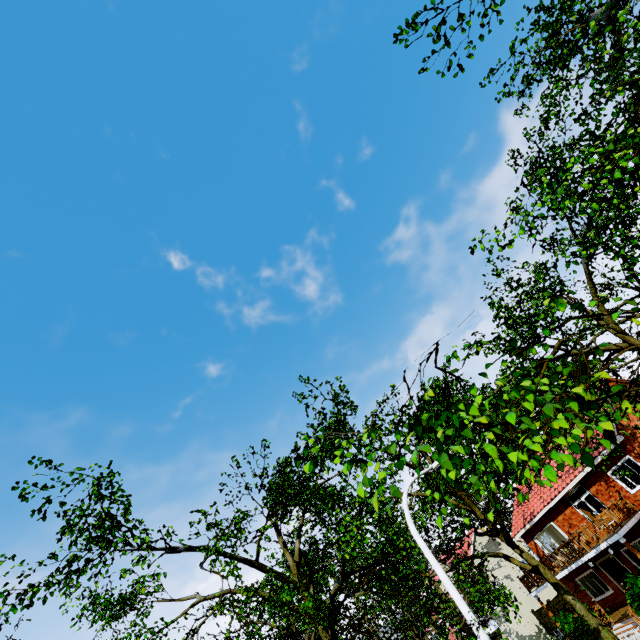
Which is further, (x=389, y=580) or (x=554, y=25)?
(x=389, y=580)

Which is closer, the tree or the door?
the tree

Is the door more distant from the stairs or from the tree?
the tree

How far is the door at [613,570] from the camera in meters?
20.6 m

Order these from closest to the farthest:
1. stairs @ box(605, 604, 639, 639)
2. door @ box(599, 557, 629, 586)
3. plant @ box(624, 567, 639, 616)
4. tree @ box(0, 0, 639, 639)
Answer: tree @ box(0, 0, 639, 639) → plant @ box(624, 567, 639, 616) → stairs @ box(605, 604, 639, 639) → door @ box(599, 557, 629, 586)

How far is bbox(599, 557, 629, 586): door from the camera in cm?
2062

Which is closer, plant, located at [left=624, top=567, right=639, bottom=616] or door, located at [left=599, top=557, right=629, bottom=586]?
plant, located at [left=624, top=567, right=639, bottom=616]

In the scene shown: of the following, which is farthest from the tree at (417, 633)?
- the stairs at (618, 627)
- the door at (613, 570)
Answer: the door at (613, 570)
